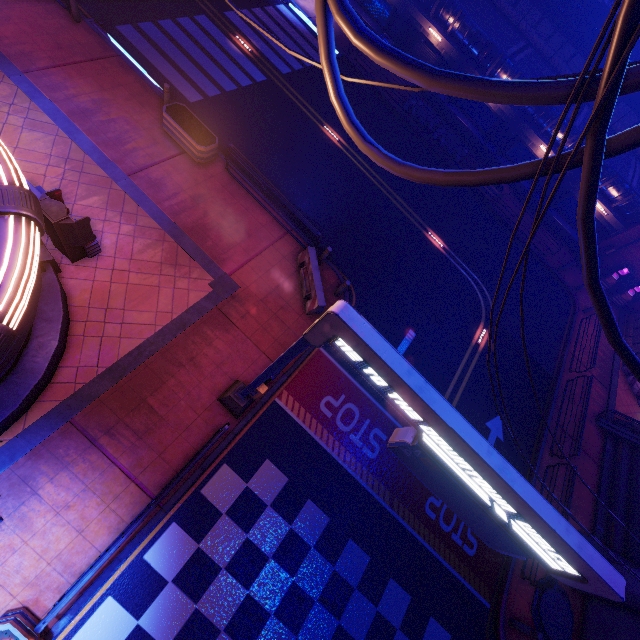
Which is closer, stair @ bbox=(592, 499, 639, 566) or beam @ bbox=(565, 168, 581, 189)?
stair @ bbox=(592, 499, 639, 566)

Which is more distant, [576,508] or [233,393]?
[576,508]

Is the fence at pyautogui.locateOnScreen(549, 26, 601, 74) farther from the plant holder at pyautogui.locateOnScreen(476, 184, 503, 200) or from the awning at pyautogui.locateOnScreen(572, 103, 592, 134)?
the plant holder at pyautogui.locateOnScreen(476, 184, 503, 200)

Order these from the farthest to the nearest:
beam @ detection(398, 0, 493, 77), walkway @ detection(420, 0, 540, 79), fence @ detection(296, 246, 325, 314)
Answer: beam @ detection(398, 0, 493, 77), walkway @ detection(420, 0, 540, 79), fence @ detection(296, 246, 325, 314)

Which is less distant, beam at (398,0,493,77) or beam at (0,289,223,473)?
beam at (0,289,223,473)

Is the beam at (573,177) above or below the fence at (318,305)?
above

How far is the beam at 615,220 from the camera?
20.4 meters

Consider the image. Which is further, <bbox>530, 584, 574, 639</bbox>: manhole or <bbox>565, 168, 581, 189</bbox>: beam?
<bbox>565, 168, 581, 189</bbox>: beam
